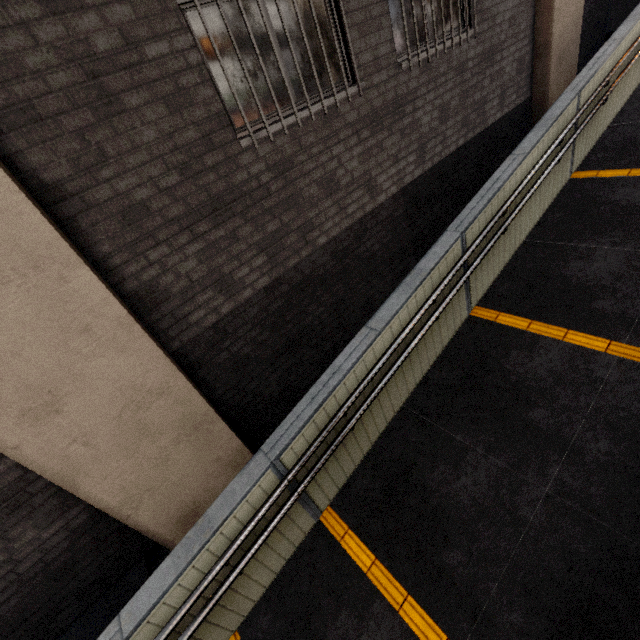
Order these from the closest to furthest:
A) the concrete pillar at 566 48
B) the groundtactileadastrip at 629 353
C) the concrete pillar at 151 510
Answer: the concrete pillar at 151 510
the groundtactileadastrip at 629 353
the concrete pillar at 566 48

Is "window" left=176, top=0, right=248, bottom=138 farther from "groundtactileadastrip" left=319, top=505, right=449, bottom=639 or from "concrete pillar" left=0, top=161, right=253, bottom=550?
"groundtactileadastrip" left=319, top=505, right=449, bottom=639

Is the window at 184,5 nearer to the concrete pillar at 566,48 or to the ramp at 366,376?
the ramp at 366,376

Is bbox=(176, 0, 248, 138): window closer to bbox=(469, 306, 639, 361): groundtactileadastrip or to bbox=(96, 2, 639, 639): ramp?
bbox=(96, 2, 639, 639): ramp

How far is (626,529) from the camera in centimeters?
234cm

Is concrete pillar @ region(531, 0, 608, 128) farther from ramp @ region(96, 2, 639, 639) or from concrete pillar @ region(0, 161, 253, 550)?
concrete pillar @ region(0, 161, 253, 550)

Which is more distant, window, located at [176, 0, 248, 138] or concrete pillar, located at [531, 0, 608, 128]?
concrete pillar, located at [531, 0, 608, 128]

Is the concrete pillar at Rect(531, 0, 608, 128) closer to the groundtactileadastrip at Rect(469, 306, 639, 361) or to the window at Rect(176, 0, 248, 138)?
the window at Rect(176, 0, 248, 138)
